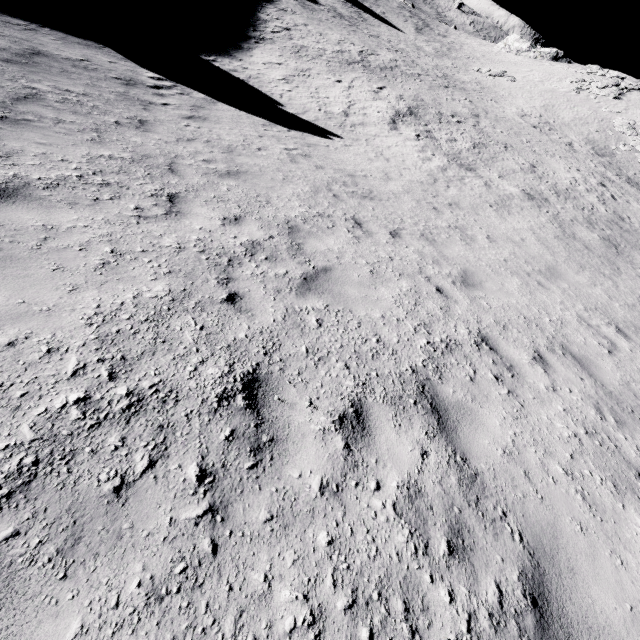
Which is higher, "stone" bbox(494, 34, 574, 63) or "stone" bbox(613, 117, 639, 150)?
"stone" bbox(494, 34, 574, 63)

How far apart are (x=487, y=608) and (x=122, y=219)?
5.7m

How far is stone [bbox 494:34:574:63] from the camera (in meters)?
51.56

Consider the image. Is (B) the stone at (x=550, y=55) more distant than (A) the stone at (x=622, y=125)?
Yes

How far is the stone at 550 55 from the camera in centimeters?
5156cm

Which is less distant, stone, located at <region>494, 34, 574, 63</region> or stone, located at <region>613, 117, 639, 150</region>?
stone, located at <region>613, 117, 639, 150</region>
